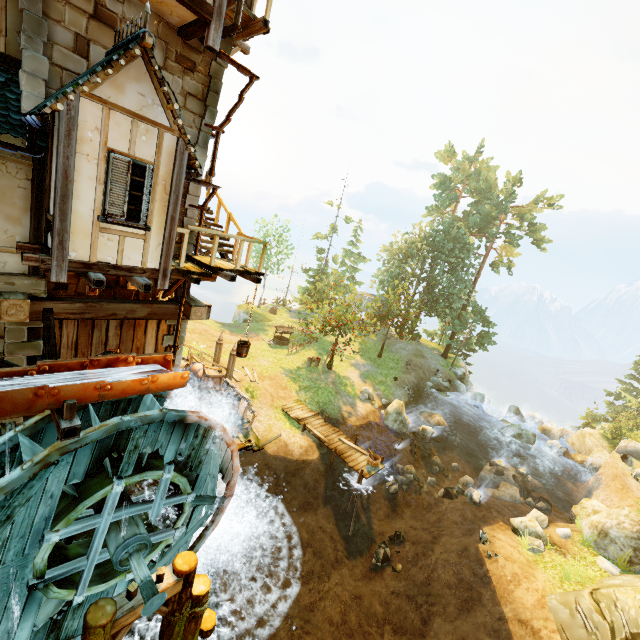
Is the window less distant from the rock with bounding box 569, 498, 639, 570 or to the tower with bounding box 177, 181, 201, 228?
the tower with bounding box 177, 181, 201, 228

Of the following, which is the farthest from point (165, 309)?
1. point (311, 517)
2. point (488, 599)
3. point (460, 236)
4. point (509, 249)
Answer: point (509, 249)

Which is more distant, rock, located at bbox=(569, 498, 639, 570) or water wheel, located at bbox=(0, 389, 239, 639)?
rock, located at bbox=(569, 498, 639, 570)

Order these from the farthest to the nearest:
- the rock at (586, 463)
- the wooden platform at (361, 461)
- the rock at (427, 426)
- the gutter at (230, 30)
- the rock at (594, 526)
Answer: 1. the rock at (586, 463)
2. the rock at (427, 426)
3. the wooden platform at (361, 461)
4. the rock at (594, 526)
5. the gutter at (230, 30)

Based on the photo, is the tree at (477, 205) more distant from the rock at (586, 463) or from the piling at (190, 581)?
the piling at (190, 581)

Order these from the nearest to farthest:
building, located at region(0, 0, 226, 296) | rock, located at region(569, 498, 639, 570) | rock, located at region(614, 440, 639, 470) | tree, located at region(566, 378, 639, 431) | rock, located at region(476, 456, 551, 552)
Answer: building, located at region(0, 0, 226, 296) → rock, located at region(569, 498, 639, 570) → rock, located at region(476, 456, 551, 552) → rock, located at region(614, 440, 639, 470) → tree, located at region(566, 378, 639, 431)

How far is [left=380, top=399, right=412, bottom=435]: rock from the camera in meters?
22.3 m

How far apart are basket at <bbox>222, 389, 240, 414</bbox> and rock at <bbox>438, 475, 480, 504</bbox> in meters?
13.0 m
